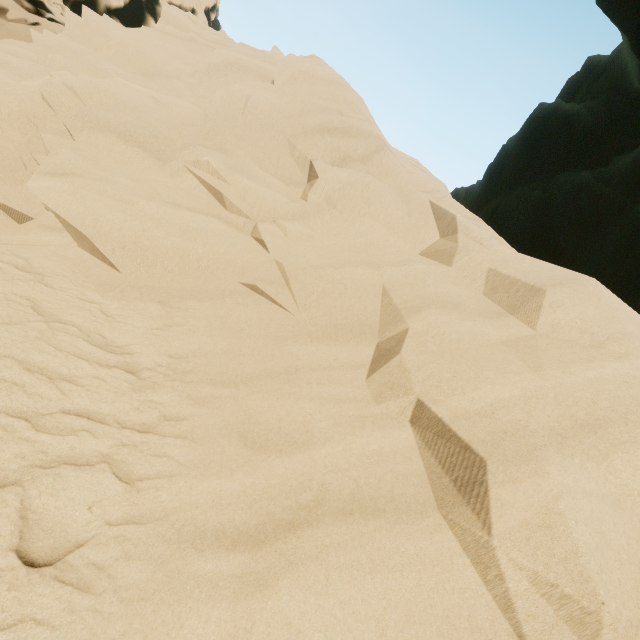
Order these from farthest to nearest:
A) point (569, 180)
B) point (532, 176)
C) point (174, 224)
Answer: point (532, 176) → point (569, 180) → point (174, 224)
